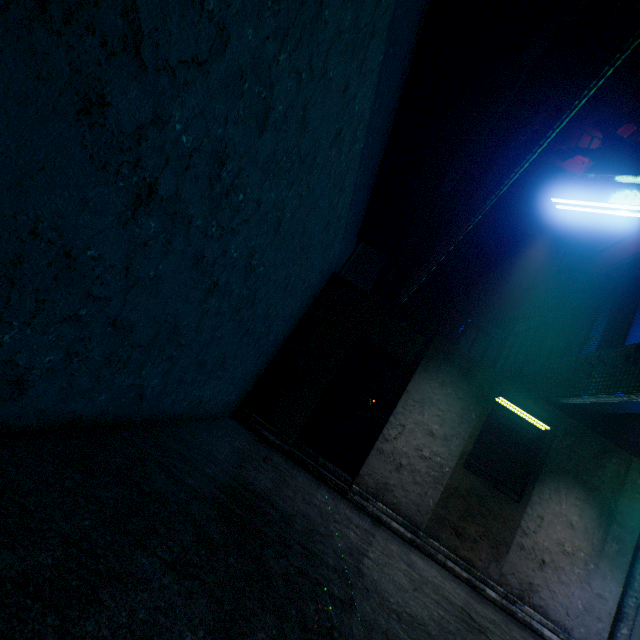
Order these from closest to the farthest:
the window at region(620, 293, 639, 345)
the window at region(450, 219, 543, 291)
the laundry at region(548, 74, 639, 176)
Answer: the laundry at region(548, 74, 639, 176) → the window at region(620, 293, 639, 345) → the window at region(450, 219, 543, 291)

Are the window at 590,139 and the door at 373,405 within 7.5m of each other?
no

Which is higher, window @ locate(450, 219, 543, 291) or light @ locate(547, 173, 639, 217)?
window @ locate(450, 219, 543, 291)

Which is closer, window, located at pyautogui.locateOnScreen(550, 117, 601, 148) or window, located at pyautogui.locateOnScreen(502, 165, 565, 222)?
window, located at pyautogui.locateOnScreen(502, 165, 565, 222)

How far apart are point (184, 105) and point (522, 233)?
11.6 meters

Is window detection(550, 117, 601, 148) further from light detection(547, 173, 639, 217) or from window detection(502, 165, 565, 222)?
light detection(547, 173, 639, 217)

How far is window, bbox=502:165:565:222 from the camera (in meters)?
10.55

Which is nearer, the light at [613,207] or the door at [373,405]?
the light at [613,207]
